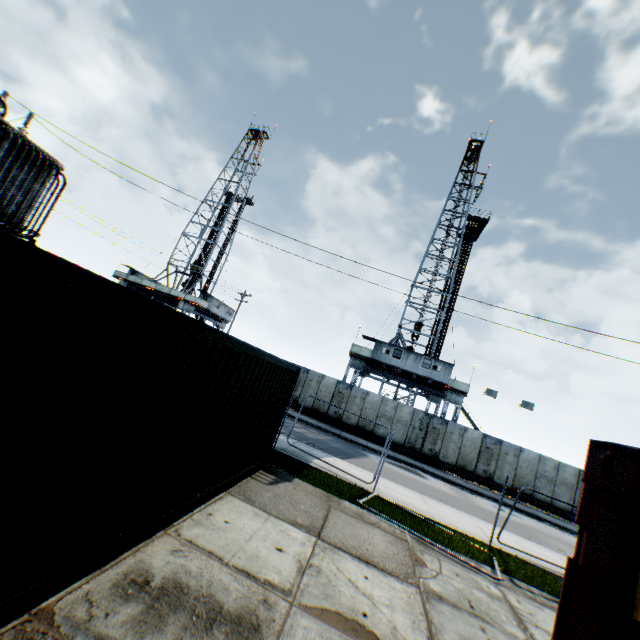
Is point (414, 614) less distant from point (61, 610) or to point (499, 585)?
point (499, 585)

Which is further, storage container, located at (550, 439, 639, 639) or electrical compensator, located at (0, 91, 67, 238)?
electrical compensator, located at (0, 91, 67, 238)

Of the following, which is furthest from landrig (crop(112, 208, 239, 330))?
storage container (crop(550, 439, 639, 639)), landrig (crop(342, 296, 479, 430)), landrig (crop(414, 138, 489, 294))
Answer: storage container (crop(550, 439, 639, 639))

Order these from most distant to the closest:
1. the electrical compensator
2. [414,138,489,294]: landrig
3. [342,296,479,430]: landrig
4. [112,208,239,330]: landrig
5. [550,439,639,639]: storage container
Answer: [112,208,239,330]: landrig, [414,138,489,294]: landrig, [342,296,479,430]: landrig, the electrical compensator, [550,439,639,639]: storage container

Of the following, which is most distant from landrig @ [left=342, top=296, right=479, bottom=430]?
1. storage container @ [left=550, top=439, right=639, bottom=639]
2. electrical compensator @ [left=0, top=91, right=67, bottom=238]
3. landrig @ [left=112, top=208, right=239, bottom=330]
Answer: storage container @ [left=550, top=439, right=639, bottom=639]

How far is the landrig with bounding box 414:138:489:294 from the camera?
34.2 meters

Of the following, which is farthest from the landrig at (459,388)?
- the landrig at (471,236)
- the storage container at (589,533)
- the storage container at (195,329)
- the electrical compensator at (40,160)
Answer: the storage container at (589,533)

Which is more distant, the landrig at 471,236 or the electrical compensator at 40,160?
the landrig at 471,236
